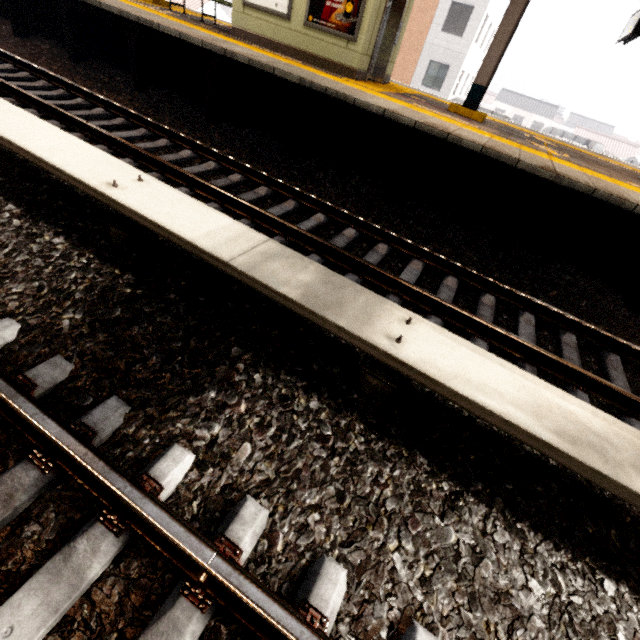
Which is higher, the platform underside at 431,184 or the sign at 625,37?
the sign at 625,37

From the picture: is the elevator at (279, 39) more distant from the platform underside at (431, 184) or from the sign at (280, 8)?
the platform underside at (431, 184)

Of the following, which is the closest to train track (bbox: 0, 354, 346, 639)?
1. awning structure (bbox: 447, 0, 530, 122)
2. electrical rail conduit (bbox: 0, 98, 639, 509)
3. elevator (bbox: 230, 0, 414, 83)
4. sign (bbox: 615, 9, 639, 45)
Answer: electrical rail conduit (bbox: 0, 98, 639, 509)

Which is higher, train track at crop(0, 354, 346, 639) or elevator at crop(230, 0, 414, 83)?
elevator at crop(230, 0, 414, 83)

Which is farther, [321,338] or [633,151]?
[633,151]

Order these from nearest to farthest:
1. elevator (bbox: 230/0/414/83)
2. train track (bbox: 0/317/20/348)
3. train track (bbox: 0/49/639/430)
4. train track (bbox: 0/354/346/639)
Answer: train track (bbox: 0/354/346/639), train track (bbox: 0/317/20/348), train track (bbox: 0/49/639/430), elevator (bbox: 230/0/414/83)

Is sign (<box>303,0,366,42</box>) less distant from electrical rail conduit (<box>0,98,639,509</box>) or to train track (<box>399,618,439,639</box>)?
electrical rail conduit (<box>0,98,639,509</box>)

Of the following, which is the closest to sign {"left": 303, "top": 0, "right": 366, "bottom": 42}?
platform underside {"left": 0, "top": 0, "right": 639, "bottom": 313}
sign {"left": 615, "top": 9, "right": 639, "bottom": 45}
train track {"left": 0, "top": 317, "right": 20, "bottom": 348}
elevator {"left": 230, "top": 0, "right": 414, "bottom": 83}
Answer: elevator {"left": 230, "top": 0, "right": 414, "bottom": 83}
